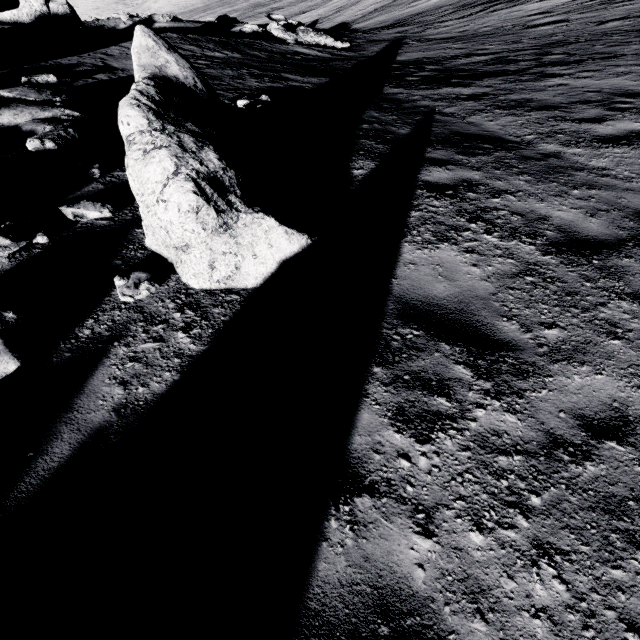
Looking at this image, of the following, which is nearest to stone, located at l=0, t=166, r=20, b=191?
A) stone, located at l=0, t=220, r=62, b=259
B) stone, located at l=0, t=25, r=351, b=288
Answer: stone, located at l=0, t=220, r=62, b=259

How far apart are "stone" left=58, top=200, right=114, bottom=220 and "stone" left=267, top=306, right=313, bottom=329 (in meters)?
3.19

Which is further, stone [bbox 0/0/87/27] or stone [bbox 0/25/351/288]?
stone [bbox 0/0/87/27]

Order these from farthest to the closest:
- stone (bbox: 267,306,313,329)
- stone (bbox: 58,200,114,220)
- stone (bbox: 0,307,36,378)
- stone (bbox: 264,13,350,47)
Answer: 1. stone (bbox: 264,13,350,47)
2. stone (bbox: 58,200,114,220)
3. stone (bbox: 267,306,313,329)
4. stone (bbox: 0,307,36,378)

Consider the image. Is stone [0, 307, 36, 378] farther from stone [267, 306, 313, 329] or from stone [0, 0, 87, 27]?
stone [0, 0, 87, 27]

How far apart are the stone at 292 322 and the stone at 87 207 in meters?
3.2

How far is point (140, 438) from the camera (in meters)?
2.71

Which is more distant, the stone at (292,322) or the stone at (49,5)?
the stone at (49,5)
